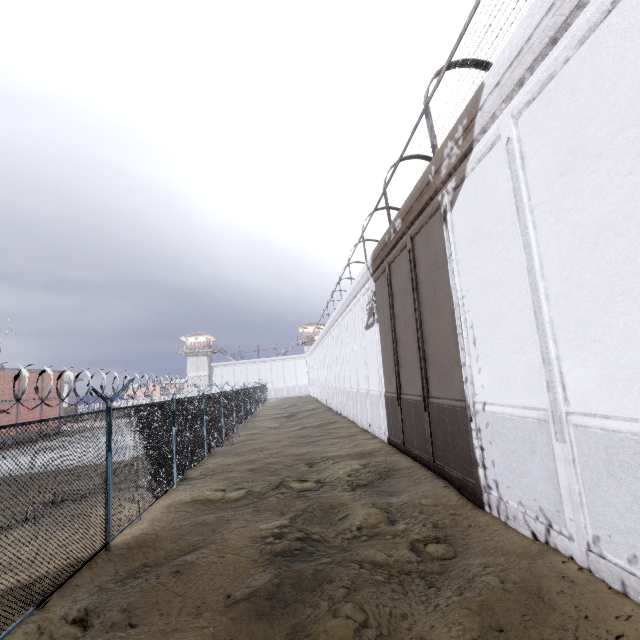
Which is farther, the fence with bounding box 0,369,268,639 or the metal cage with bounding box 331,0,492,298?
the metal cage with bounding box 331,0,492,298

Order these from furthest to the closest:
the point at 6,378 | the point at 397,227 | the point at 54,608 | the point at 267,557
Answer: the point at 6,378, the point at 397,227, the point at 267,557, the point at 54,608

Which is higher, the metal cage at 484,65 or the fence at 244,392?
the metal cage at 484,65

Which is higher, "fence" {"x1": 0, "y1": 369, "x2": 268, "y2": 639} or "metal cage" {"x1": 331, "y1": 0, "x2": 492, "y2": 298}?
"metal cage" {"x1": 331, "y1": 0, "x2": 492, "y2": 298}

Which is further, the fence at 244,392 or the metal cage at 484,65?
the metal cage at 484,65
